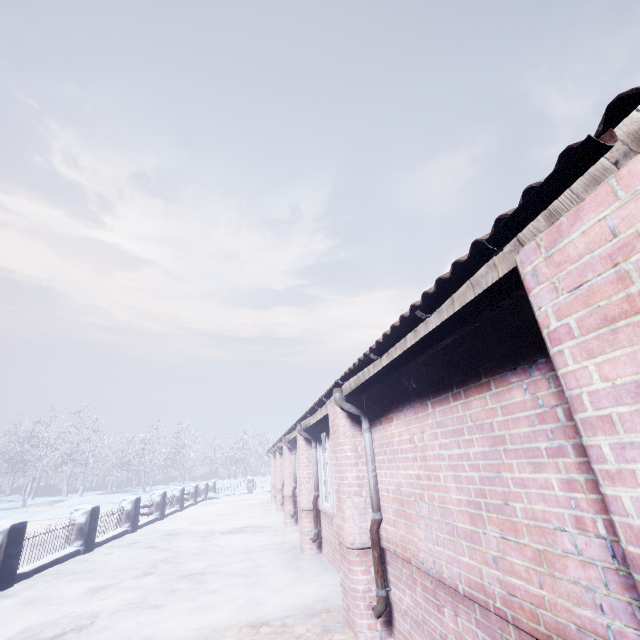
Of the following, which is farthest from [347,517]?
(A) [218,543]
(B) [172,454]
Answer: (B) [172,454]

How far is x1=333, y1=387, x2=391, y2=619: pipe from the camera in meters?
2.9

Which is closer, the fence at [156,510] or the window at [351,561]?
the window at [351,561]

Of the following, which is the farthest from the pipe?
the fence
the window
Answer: the fence

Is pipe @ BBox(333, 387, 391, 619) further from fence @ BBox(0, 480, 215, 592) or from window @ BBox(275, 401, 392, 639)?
fence @ BBox(0, 480, 215, 592)

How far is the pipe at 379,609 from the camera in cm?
288
